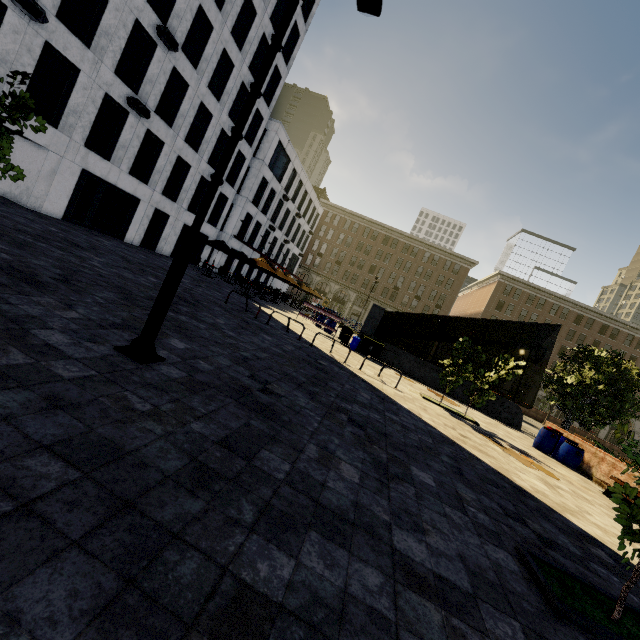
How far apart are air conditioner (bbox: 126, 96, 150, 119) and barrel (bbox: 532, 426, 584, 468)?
26.3m

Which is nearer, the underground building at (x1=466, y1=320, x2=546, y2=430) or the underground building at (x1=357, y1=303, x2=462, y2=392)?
the underground building at (x1=466, y1=320, x2=546, y2=430)

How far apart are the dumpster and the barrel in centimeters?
904cm

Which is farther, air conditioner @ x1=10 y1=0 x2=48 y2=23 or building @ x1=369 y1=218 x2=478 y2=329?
building @ x1=369 y1=218 x2=478 y2=329

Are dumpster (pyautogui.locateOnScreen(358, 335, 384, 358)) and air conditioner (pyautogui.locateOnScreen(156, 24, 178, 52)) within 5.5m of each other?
no

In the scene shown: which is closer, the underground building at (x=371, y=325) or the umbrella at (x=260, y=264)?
the underground building at (x=371, y=325)

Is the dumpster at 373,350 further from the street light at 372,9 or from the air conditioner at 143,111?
the air conditioner at 143,111

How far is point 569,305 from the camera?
54.0 meters
